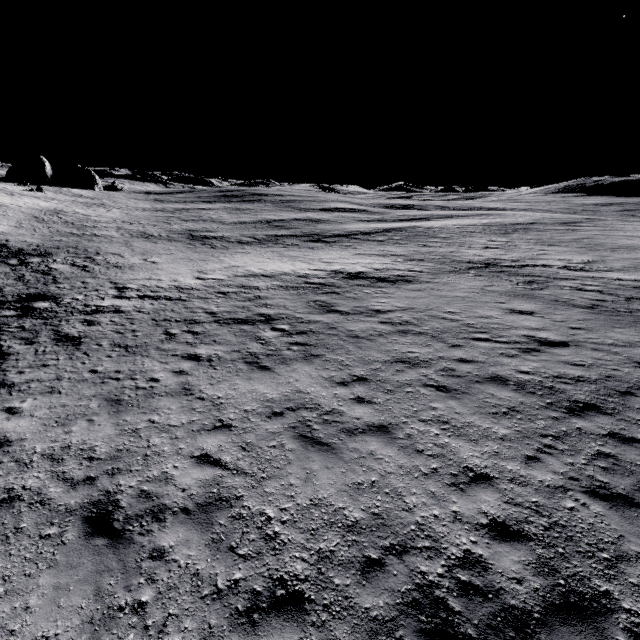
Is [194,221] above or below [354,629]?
above
